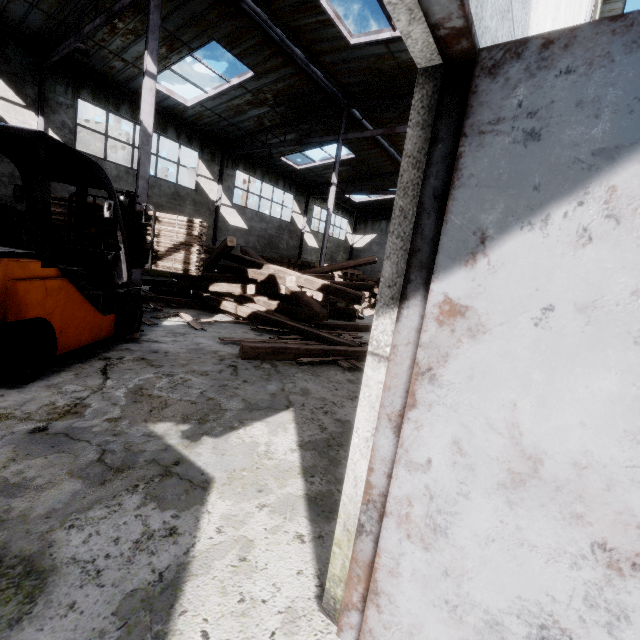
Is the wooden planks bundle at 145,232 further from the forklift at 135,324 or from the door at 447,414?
the door at 447,414

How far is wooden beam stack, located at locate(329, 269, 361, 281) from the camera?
19.12m

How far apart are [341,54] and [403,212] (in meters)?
12.52

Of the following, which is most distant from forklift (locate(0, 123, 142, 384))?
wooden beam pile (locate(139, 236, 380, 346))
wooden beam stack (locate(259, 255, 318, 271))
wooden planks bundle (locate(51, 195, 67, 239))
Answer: wooden beam stack (locate(259, 255, 318, 271))

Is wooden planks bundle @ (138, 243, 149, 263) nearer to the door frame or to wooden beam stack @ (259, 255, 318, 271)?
the door frame

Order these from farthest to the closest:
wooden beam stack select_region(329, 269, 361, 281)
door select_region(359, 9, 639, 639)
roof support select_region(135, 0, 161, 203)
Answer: wooden beam stack select_region(329, 269, 361, 281) → roof support select_region(135, 0, 161, 203) → door select_region(359, 9, 639, 639)

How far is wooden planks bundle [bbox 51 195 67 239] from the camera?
5.3m

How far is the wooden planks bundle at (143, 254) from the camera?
5.5 meters
